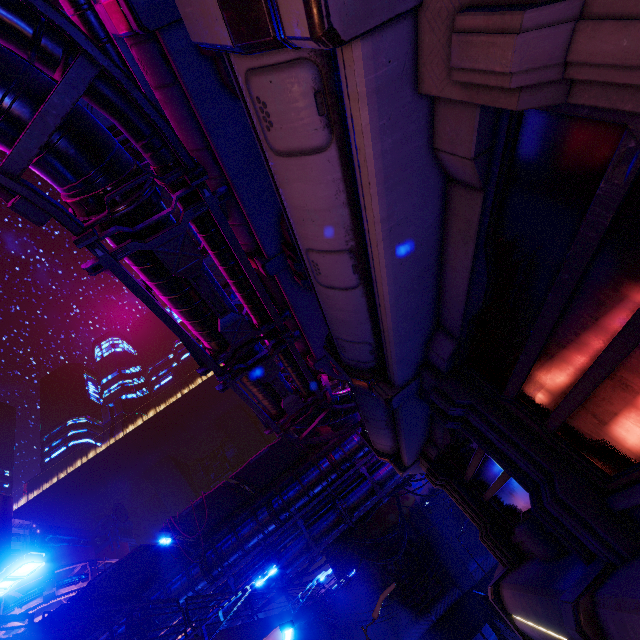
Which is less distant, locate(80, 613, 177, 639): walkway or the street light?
the street light

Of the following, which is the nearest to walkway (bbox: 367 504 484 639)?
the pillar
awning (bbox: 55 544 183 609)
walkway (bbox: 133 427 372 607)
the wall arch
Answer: the wall arch

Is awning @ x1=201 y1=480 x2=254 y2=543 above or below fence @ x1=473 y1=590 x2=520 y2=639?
above

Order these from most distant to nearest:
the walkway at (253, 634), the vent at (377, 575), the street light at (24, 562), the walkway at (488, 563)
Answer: the vent at (377, 575)
the walkway at (488, 563)
the walkway at (253, 634)
the street light at (24, 562)

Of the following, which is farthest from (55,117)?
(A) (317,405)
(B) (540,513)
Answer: (A) (317,405)

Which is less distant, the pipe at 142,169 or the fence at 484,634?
the pipe at 142,169

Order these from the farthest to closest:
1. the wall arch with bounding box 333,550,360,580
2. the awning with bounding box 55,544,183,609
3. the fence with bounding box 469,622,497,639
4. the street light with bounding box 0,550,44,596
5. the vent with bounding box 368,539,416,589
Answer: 1. the wall arch with bounding box 333,550,360,580
2. the vent with bounding box 368,539,416,589
3. the fence with bounding box 469,622,497,639
4. the awning with bounding box 55,544,183,609
5. the street light with bounding box 0,550,44,596

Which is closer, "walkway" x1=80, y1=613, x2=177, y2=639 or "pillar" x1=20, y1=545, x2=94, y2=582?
"walkway" x1=80, y1=613, x2=177, y2=639
